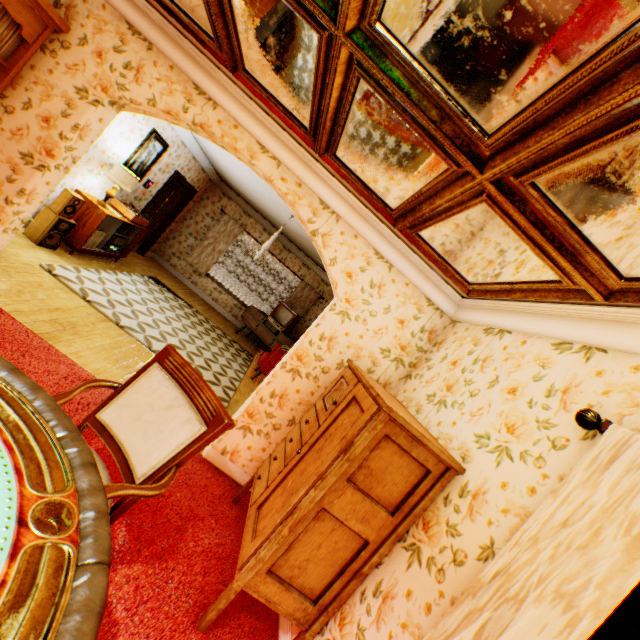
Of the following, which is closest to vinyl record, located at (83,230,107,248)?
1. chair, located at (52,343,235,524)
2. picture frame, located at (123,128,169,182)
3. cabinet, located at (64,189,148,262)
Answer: cabinet, located at (64,189,148,262)

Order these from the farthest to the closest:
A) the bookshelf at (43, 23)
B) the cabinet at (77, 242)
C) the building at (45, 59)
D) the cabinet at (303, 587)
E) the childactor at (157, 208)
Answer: the childactor at (157, 208) → the cabinet at (77, 242) → the bookshelf at (43, 23) → the cabinet at (303, 587) → the building at (45, 59)

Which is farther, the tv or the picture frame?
the tv

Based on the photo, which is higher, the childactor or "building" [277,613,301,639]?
the childactor

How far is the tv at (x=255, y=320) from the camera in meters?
9.0 m

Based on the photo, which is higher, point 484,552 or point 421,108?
point 421,108

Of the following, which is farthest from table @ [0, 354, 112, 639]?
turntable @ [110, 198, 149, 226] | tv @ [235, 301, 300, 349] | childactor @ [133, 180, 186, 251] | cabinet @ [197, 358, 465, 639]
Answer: childactor @ [133, 180, 186, 251]

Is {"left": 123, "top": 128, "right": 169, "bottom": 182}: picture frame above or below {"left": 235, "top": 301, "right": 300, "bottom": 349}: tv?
above
